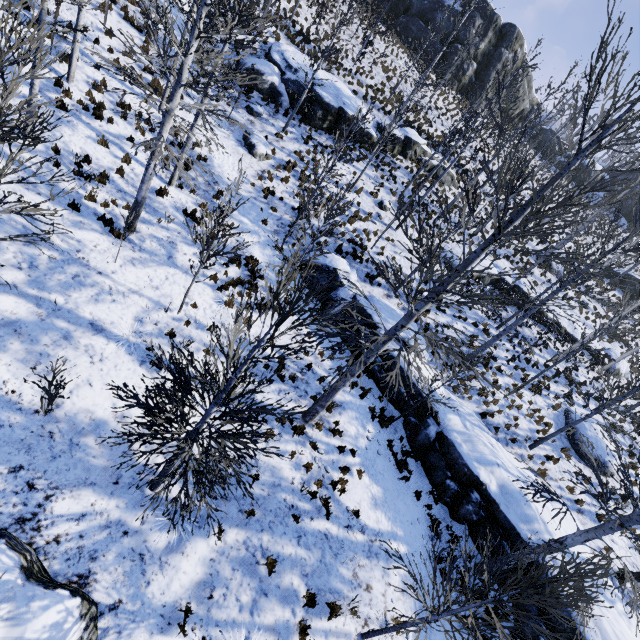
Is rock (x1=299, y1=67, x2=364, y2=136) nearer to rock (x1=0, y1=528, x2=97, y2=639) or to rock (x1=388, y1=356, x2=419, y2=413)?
rock (x1=388, y1=356, x2=419, y2=413)

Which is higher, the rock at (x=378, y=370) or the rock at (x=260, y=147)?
the rock at (x=260, y=147)

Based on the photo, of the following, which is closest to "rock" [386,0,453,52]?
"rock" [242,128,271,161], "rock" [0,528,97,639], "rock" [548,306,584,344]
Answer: "rock" [548,306,584,344]

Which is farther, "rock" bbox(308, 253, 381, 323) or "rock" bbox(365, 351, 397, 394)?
"rock" bbox(308, 253, 381, 323)

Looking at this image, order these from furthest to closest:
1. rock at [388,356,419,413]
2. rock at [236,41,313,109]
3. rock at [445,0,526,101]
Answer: rock at [445,0,526,101] → rock at [236,41,313,109] → rock at [388,356,419,413]

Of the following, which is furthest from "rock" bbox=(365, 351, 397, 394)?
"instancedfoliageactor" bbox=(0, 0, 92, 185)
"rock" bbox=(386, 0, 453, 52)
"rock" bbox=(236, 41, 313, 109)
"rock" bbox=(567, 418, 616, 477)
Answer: "rock" bbox=(386, 0, 453, 52)

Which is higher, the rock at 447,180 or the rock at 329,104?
the rock at 447,180

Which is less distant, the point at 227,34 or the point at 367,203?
the point at 227,34
